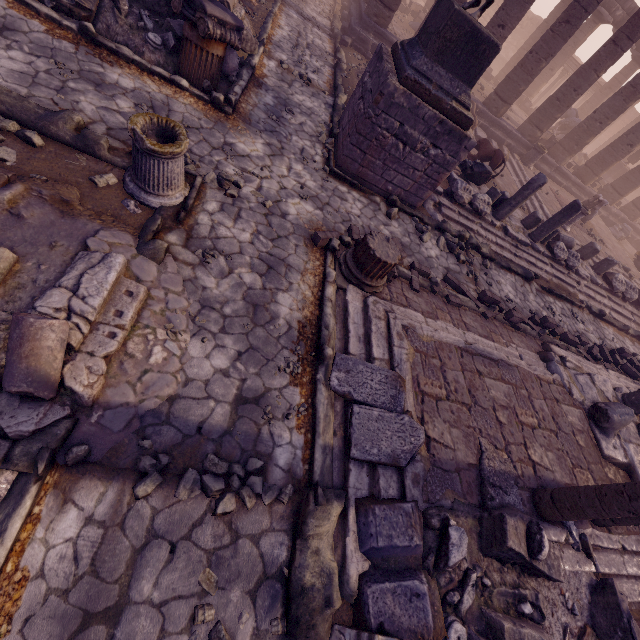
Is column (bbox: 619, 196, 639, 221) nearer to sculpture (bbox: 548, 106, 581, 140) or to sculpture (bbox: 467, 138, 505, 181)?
sculpture (bbox: 548, 106, 581, 140)

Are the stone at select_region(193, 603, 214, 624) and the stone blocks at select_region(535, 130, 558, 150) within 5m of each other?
no

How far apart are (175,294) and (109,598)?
2.8m

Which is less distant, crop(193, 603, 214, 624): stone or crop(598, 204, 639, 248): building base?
crop(193, 603, 214, 624): stone

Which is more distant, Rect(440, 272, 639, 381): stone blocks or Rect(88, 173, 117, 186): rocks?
Rect(440, 272, 639, 381): stone blocks

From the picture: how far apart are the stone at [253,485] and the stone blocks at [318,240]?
3.4m

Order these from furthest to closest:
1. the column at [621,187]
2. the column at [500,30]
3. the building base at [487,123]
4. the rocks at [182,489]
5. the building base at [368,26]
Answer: the column at [621,187] → the building base at [487,123] → the building base at [368,26] → the column at [500,30] → the rocks at [182,489]

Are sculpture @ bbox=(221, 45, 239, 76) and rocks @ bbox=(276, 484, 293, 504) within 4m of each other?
no
